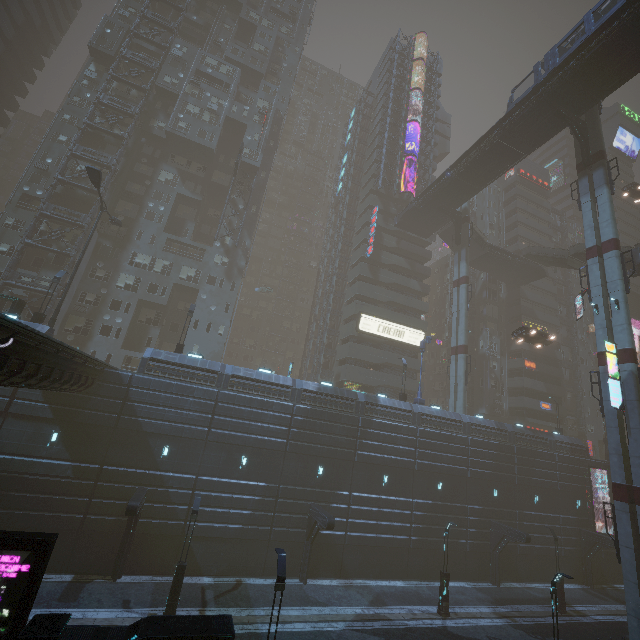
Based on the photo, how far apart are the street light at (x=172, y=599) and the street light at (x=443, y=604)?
16.72m

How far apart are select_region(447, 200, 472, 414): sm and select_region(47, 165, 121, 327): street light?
38.12m

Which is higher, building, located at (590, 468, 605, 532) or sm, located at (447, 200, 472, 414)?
sm, located at (447, 200, 472, 414)

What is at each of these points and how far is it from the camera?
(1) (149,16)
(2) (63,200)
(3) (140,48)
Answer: (1) building structure, 43.3 meters
(2) building, 36.5 meters
(3) building, 45.2 meters

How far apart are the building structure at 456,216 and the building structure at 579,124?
14.71m

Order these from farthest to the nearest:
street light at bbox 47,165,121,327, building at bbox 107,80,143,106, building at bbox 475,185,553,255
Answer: building at bbox 475,185,553,255
building at bbox 107,80,143,106
street light at bbox 47,165,121,327

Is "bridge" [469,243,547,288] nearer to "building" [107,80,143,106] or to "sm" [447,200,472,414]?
"building" [107,80,143,106]

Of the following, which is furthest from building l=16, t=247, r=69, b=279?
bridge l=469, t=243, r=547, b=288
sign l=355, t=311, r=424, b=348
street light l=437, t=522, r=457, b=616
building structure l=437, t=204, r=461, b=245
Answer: building structure l=437, t=204, r=461, b=245
